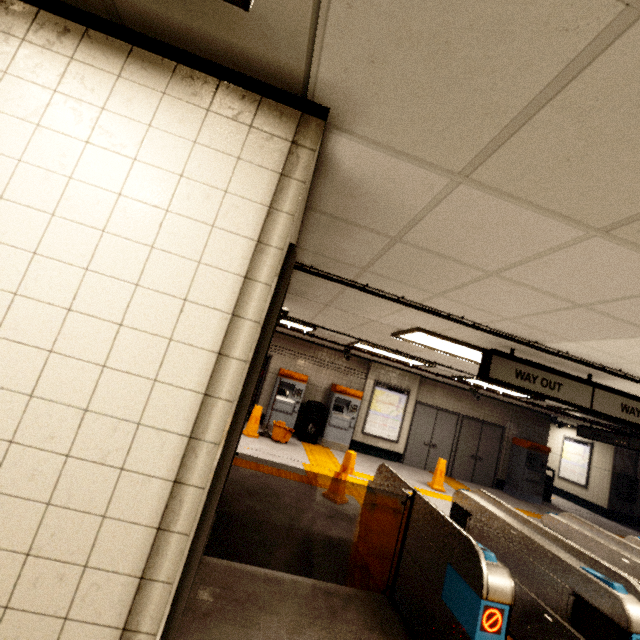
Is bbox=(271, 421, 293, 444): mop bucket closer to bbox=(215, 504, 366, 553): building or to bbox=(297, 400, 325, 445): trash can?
bbox=(297, 400, 325, 445): trash can

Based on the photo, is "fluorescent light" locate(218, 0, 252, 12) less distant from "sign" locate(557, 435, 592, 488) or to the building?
the building

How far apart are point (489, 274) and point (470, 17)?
1.73m

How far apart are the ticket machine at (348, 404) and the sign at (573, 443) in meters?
10.1 m

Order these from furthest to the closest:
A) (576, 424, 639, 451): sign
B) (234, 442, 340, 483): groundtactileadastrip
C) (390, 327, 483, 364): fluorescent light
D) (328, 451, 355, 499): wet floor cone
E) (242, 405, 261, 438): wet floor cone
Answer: (576, 424, 639, 451): sign, (242, 405, 261, 438): wet floor cone, (234, 442, 340, 483): groundtactileadastrip, (328, 451, 355, 499): wet floor cone, (390, 327, 483, 364): fluorescent light

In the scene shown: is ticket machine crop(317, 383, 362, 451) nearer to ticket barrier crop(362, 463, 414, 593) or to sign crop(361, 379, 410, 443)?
sign crop(361, 379, 410, 443)

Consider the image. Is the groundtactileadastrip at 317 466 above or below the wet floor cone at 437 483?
below

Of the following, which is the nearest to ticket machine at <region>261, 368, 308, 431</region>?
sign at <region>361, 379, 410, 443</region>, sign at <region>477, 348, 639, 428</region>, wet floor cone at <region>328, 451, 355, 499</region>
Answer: sign at <region>361, 379, 410, 443</region>
